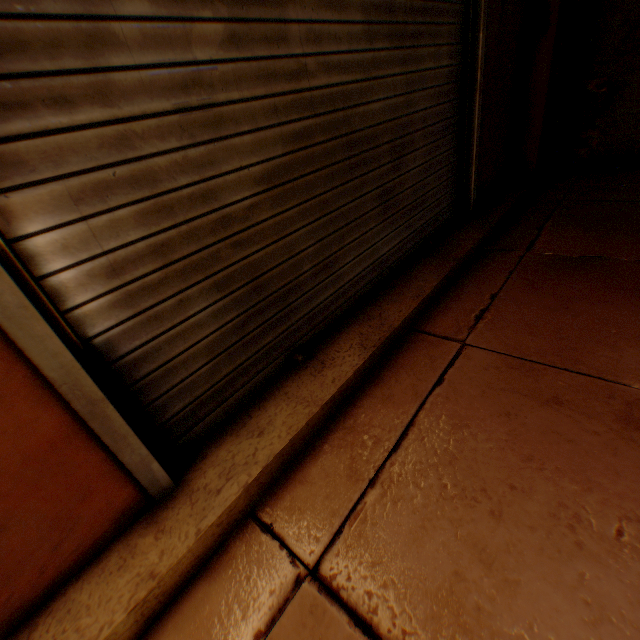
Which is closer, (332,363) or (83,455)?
(83,455)

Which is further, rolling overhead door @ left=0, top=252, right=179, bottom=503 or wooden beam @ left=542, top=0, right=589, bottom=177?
wooden beam @ left=542, top=0, right=589, bottom=177

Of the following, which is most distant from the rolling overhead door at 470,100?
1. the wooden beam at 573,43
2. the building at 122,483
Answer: the wooden beam at 573,43

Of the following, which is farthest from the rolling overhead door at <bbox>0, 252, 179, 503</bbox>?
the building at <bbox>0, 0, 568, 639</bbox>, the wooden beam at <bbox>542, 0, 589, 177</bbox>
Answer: the wooden beam at <bbox>542, 0, 589, 177</bbox>

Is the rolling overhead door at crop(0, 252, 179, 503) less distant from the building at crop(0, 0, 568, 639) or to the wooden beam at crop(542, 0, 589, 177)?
Result: the building at crop(0, 0, 568, 639)

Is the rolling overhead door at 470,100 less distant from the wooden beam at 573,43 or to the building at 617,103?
the building at 617,103
